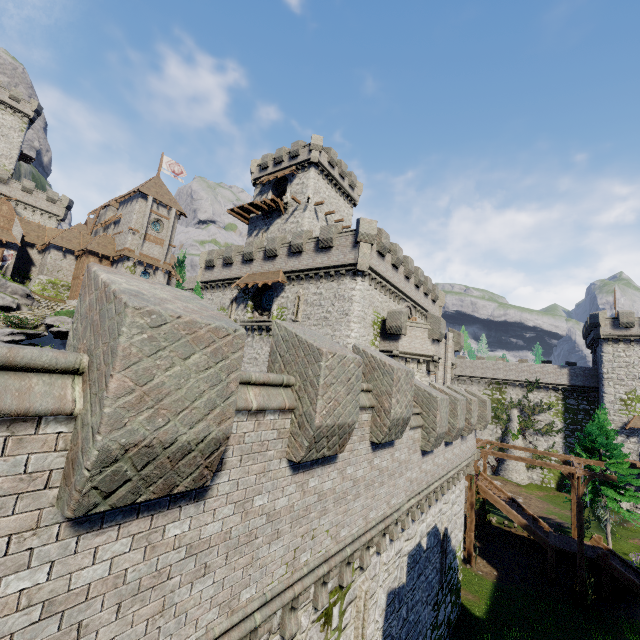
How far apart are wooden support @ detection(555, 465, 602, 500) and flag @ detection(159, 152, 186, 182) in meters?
56.7 m

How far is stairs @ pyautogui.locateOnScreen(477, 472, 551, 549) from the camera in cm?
2189

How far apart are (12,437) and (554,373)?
54.5m

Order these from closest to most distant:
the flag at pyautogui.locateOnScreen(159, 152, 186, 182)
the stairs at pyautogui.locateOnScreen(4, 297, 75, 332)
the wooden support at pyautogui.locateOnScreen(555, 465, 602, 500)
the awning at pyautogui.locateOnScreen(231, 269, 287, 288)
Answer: the wooden support at pyautogui.locateOnScreen(555, 465, 602, 500), the awning at pyautogui.locateOnScreen(231, 269, 287, 288), the stairs at pyautogui.locateOnScreen(4, 297, 75, 332), the flag at pyautogui.locateOnScreen(159, 152, 186, 182)

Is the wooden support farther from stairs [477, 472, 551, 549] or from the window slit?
the window slit

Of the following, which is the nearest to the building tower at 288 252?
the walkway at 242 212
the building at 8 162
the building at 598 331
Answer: the walkway at 242 212

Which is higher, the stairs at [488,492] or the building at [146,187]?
the building at [146,187]

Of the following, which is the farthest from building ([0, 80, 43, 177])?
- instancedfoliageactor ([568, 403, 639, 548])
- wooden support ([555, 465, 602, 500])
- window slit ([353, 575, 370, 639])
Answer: instancedfoliageactor ([568, 403, 639, 548])
